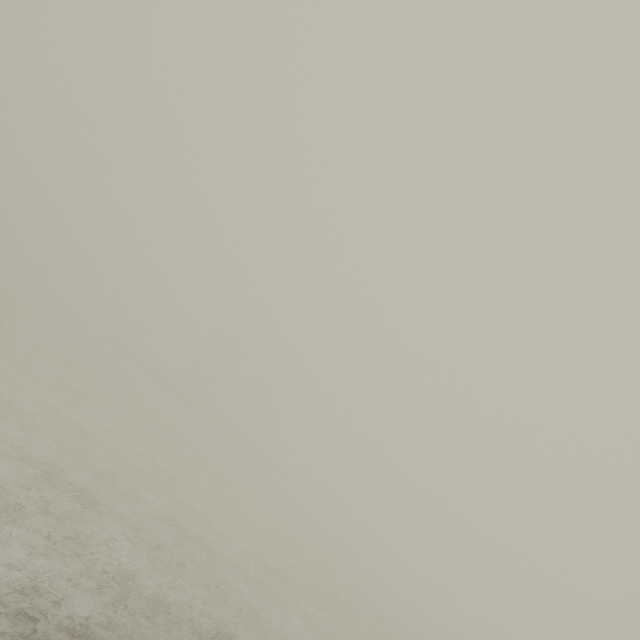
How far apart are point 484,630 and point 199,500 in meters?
71.8 m
